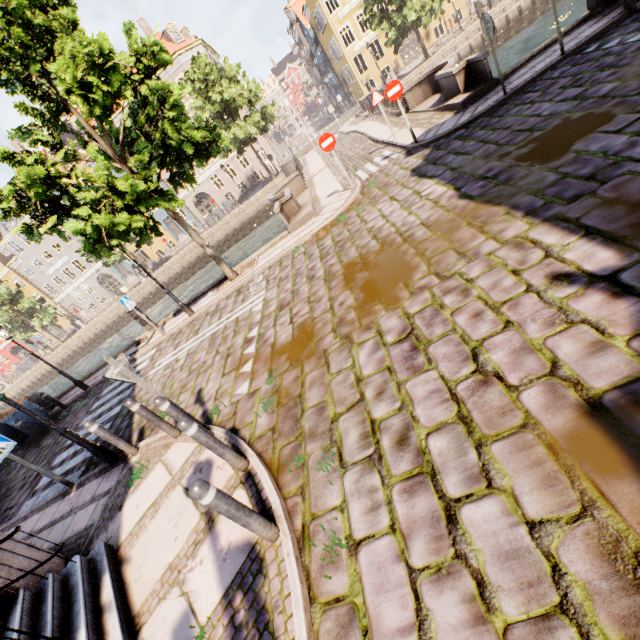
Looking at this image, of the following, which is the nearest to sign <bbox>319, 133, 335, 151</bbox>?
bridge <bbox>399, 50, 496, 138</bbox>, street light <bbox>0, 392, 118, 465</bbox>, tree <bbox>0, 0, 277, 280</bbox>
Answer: bridge <bbox>399, 50, 496, 138</bbox>

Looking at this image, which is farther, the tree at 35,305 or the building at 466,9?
the tree at 35,305

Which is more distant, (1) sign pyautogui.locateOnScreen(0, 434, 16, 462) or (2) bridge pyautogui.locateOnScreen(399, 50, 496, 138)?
(2) bridge pyautogui.locateOnScreen(399, 50, 496, 138)

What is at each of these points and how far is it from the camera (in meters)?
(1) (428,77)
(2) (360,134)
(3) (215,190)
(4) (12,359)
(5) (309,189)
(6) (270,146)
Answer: (1) bridge, 13.98
(2) bridge, 18.14
(3) building, 38.78
(4) building, 49.25
(5) bridge, 15.84
(6) building, 40.09

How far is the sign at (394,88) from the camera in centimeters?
968cm

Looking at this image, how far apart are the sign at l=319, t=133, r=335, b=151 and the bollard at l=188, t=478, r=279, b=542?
10.4m

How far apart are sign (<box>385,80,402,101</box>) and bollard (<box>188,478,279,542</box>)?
11.3m

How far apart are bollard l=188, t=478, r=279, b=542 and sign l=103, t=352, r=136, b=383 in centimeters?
241cm
